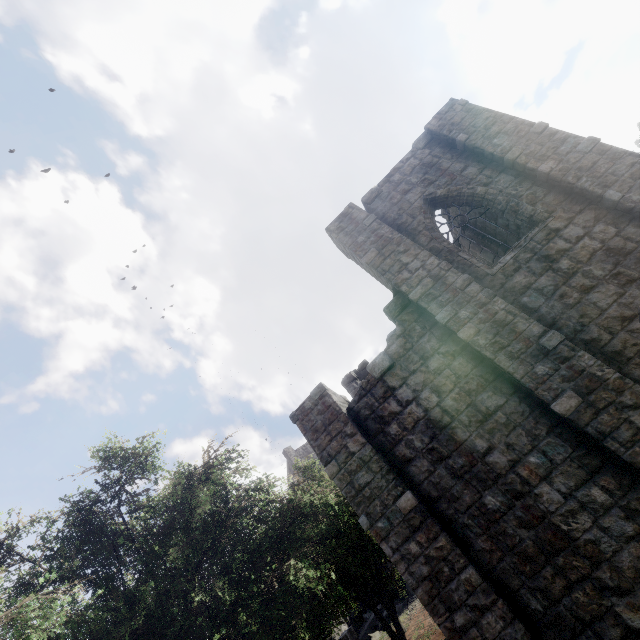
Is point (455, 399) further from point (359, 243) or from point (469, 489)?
point (359, 243)
